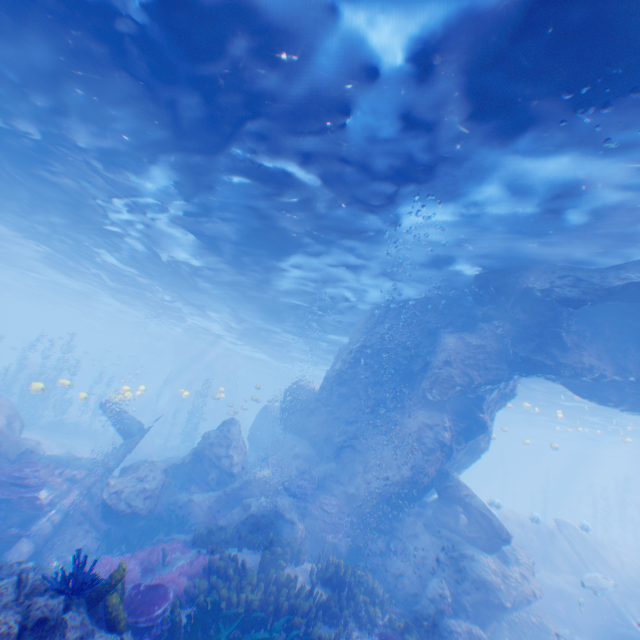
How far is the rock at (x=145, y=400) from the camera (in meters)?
38.47

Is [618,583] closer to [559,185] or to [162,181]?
[559,185]

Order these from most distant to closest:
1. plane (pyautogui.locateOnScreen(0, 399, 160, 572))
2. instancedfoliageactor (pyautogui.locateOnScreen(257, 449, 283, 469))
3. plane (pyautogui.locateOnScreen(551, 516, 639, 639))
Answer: instancedfoliageactor (pyautogui.locateOnScreen(257, 449, 283, 469)) < plane (pyautogui.locateOnScreen(551, 516, 639, 639)) < plane (pyautogui.locateOnScreen(0, 399, 160, 572))

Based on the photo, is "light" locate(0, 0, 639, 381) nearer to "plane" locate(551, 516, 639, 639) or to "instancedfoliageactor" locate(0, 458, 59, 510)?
"plane" locate(551, 516, 639, 639)

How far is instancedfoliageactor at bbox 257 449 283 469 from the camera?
16.98m

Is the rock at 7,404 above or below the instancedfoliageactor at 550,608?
above

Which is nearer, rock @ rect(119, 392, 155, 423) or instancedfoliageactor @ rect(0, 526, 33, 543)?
instancedfoliageactor @ rect(0, 526, 33, 543)

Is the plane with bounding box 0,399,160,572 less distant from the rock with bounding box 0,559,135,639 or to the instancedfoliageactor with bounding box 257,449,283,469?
the rock with bounding box 0,559,135,639
